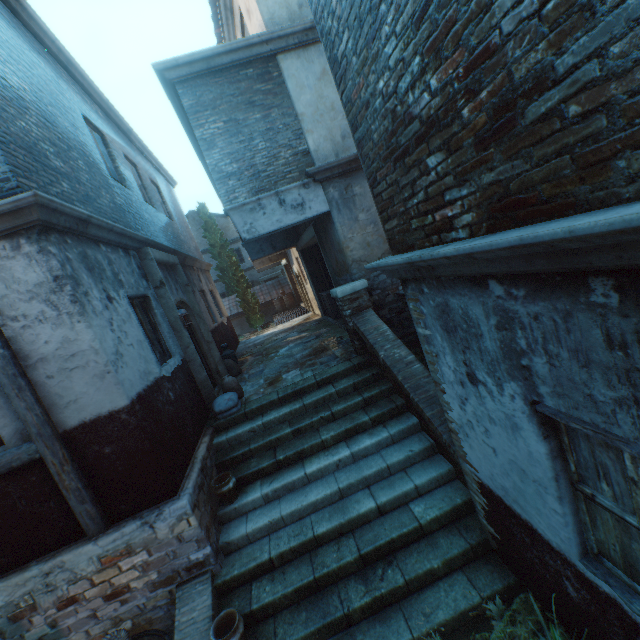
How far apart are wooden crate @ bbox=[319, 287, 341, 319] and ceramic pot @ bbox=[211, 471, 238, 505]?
7.0m

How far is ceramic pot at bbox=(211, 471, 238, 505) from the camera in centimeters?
495cm

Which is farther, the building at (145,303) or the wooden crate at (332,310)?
the wooden crate at (332,310)

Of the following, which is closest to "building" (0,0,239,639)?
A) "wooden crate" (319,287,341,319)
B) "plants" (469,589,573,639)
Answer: "plants" (469,589,573,639)

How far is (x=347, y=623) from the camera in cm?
370

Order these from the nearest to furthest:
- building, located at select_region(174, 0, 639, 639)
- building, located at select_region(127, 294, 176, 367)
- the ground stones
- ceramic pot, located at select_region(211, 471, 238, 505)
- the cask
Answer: building, located at select_region(174, 0, 639, 639), the ground stones, the cask, ceramic pot, located at select_region(211, 471, 238, 505), building, located at select_region(127, 294, 176, 367)

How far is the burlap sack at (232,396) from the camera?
6.4 meters

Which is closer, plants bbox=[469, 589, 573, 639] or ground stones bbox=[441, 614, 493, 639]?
plants bbox=[469, 589, 573, 639]
